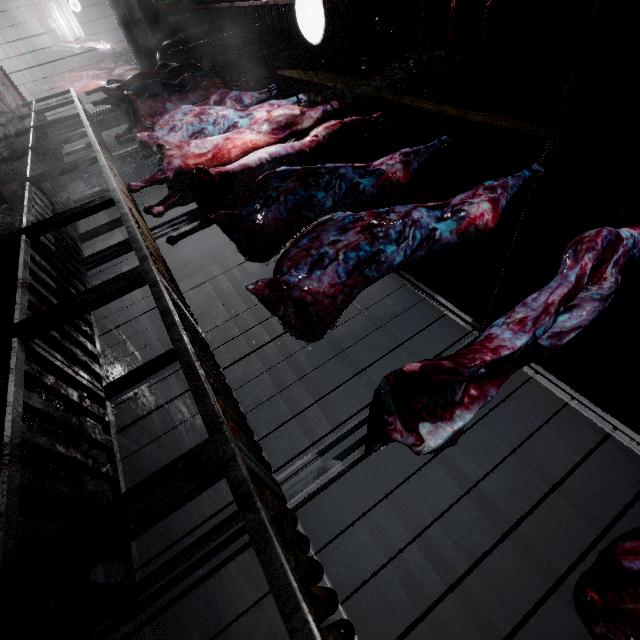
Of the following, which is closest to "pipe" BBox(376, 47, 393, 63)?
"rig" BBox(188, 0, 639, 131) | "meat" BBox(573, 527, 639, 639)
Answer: "rig" BBox(188, 0, 639, 131)

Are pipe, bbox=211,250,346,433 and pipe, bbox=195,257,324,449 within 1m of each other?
yes

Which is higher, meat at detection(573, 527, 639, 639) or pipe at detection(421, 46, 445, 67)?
pipe at detection(421, 46, 445, 67)

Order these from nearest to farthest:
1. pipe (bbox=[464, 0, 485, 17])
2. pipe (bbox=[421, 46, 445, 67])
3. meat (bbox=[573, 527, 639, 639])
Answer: meat (bbox=[573, 527, 639, 639]) → pipe (bbox=[464, 0, 485, 17]) → pipe (bbox=[421, 46, 445, 67])

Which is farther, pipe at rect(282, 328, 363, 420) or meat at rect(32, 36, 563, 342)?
pipe at rect(282, 328, 363, 420)

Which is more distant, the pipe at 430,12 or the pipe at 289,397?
the pipe at 289,397

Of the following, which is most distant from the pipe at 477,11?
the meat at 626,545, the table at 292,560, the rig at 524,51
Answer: the table at 292,560

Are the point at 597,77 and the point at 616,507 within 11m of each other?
yes
